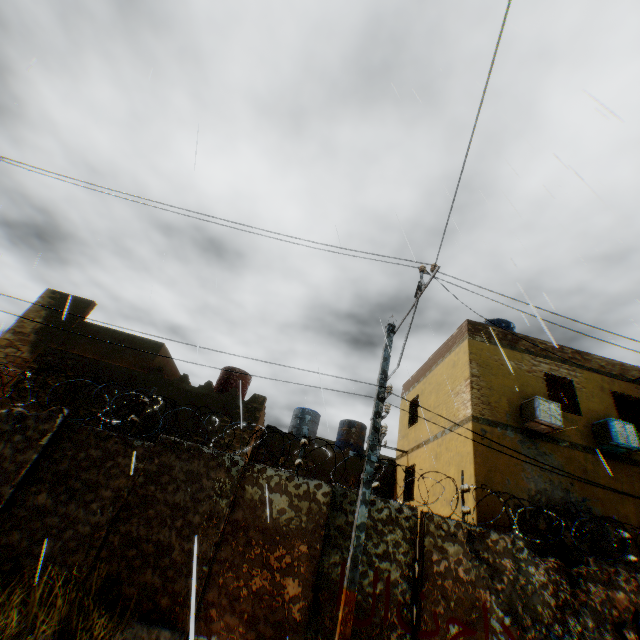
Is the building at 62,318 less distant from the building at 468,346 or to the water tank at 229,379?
the building at 468,346

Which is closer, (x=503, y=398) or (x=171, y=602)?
(x=171, y=602)

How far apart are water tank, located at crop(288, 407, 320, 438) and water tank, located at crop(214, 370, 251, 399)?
3.3 meters

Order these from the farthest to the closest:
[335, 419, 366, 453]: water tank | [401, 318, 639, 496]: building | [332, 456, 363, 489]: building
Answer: [335, 419, 366, 453]: water tank, [332, 456, 363, 489]: building, [401, 318, 639, 496]: building

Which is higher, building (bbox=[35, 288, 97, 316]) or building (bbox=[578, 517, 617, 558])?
building (bbox=[35, 288, 97, 316])

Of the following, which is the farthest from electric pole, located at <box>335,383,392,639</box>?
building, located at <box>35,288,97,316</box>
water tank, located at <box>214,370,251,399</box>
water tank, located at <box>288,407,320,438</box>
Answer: water tank, located at <box>288,407,320,438</box>

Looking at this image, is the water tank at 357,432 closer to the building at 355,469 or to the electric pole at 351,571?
the building at 355,469
